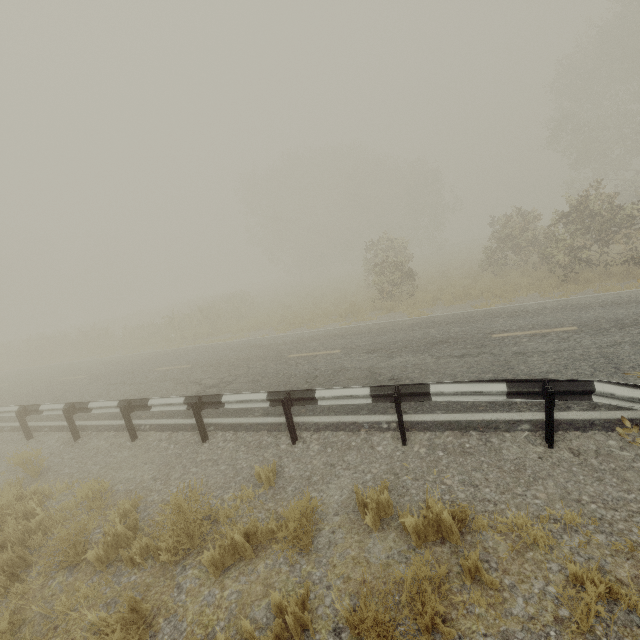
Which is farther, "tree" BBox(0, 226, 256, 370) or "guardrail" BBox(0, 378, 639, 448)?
"tree" BBox(0, 226, 256, 370)

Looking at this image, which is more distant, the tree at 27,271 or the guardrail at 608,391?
the tree at 27,271

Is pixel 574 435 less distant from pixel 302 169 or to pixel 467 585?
pixel 467 585
